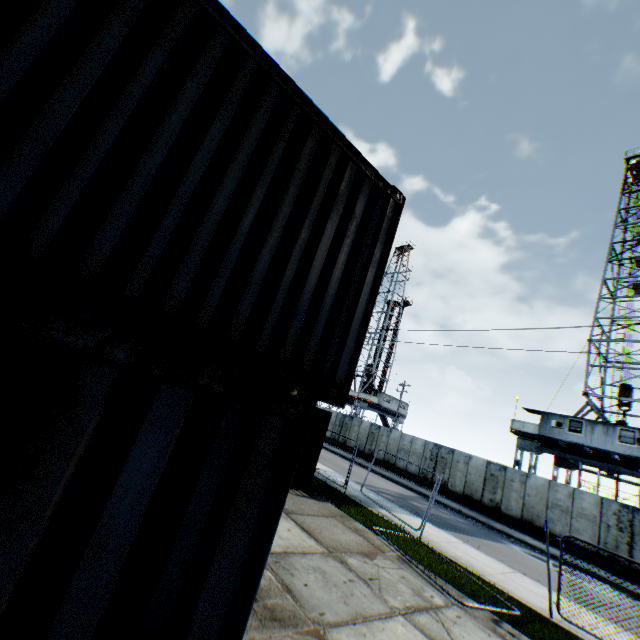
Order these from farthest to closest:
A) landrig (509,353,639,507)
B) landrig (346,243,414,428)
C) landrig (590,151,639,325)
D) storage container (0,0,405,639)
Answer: landrig (346,243,414,428)
landrig (590,151,639,325)
landrig (509,353,639,507)
storage container (0,0,405,639)

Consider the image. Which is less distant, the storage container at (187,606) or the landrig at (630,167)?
the storage container at (187,606)

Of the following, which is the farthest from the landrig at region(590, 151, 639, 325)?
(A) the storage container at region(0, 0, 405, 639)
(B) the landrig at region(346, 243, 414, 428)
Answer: (A) the storage container at region(0, 0, 405, 639)

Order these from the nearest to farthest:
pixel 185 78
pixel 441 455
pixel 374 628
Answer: pixel 185 78
pixel 374 628
pixel 441 455

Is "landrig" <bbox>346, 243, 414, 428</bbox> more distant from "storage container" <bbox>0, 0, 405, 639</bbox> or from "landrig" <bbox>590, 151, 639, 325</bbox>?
"storage container" <bbox>0, 0, 405, 639</bbox>

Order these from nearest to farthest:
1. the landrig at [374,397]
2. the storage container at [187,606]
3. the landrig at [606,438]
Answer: the storage container at [187,606] → the landrig at [606,438] → the landrig at [374,397]
